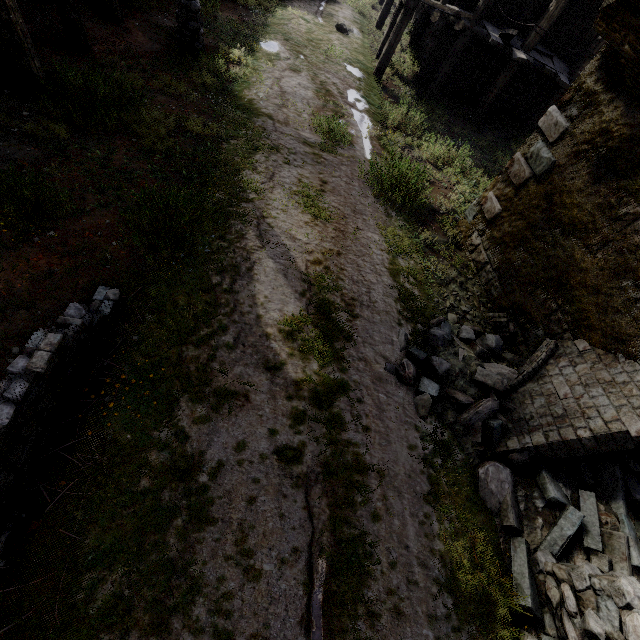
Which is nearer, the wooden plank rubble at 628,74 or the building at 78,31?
the wooden plank rubble at 628,74

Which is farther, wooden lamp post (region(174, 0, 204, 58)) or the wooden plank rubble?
wooden lamp post (region(174, 0, 204, 58))

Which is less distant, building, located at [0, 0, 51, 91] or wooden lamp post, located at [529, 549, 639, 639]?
wooden lamp post, located at [529, 549, 639, 639]

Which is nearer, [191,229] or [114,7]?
[191,229]

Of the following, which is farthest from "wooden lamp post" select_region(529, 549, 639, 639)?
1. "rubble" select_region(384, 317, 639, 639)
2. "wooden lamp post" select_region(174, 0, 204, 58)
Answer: "wooden lamp post" select_region(174, 0, 204, 58)

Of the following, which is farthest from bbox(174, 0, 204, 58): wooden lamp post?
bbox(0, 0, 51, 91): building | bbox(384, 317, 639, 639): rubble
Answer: bbox(384, 317, 639, 639): rubble

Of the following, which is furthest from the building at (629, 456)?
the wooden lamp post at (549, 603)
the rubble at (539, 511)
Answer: the wooden lamp post at (549, 603)

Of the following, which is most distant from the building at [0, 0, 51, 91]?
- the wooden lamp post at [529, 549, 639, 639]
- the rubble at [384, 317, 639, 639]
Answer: the wooden lamp post at [529, 549, 639, 639]
